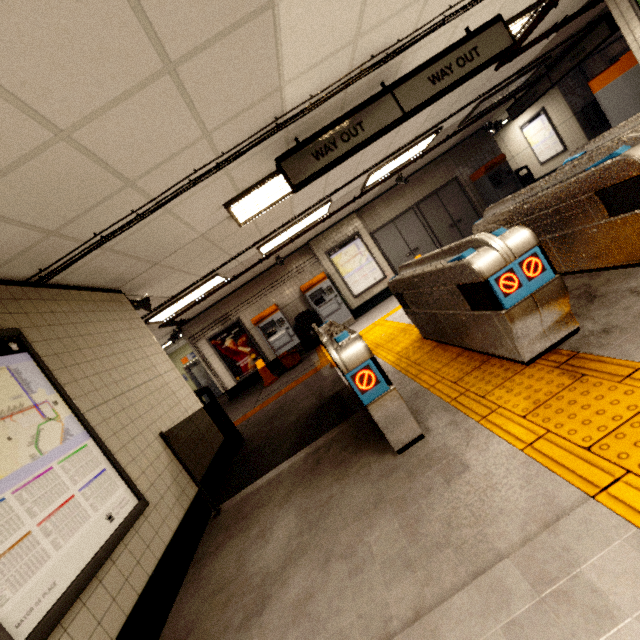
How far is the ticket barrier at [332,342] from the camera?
2.3 meters

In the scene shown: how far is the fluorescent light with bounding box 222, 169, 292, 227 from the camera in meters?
4.1 m

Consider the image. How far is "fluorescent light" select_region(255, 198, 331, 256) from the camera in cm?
706

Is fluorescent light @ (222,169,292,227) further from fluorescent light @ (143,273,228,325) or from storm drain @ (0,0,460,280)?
fluorescent light @ (143,273,228,325)

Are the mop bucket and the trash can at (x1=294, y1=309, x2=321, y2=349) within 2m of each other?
yes

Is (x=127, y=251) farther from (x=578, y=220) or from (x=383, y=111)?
(x=578, y=220)

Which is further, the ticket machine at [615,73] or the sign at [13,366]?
the ticket machine at [615,73]

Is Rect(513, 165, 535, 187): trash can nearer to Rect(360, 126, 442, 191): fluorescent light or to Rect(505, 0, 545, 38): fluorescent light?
Rect(360, 126, 442, 191): fluorescent light
